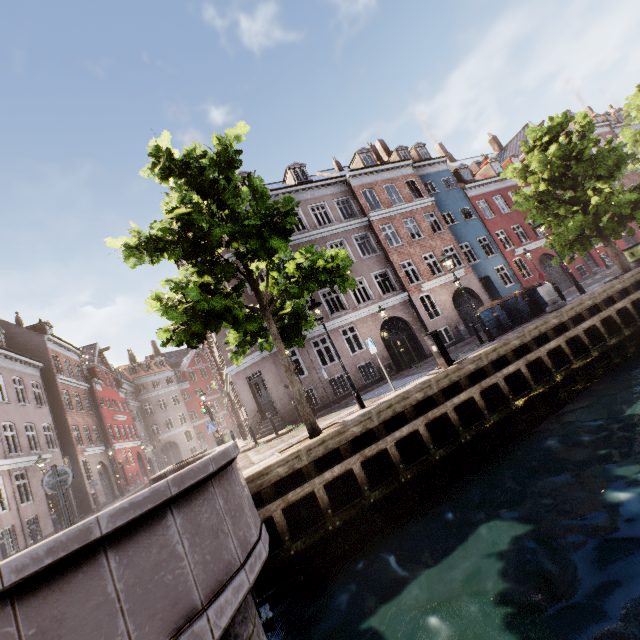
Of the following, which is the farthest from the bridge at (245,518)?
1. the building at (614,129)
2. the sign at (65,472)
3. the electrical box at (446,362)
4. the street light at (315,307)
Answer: the building at (614,129)

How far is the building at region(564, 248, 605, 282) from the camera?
26.7 meters

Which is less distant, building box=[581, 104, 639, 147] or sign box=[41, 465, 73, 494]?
sign box=[41, 465, 73, 494]

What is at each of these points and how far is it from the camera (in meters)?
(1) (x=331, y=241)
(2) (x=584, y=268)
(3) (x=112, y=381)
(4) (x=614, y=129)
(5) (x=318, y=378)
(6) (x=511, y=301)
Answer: (1) building, 21.42
(2) building, 27.25
(3) building, 37.12
(4) building, 35.41
(5) building, 18.16
(6) trash bin, 14.09

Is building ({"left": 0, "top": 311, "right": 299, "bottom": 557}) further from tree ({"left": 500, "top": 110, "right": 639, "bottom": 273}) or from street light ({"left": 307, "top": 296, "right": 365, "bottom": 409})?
tree ({"left": 500, "top": 110, "right": 639, "bottom": 273})

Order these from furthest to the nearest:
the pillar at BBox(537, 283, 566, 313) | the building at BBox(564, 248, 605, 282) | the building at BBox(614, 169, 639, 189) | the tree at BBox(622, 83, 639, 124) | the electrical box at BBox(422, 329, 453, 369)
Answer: the building at BBox(614, 169, 639, 189) < the building at BBox(564, 248, 605, 282) < the tree at BBox(622, 83, 639, 124) < the pillar at BBox(537, 283, 566, 313) < the electrical box at BBox(422, 329, 453, 369)

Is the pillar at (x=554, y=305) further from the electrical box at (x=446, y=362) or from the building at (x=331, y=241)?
the building at (x=331, y=241)

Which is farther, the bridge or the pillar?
the pillar
